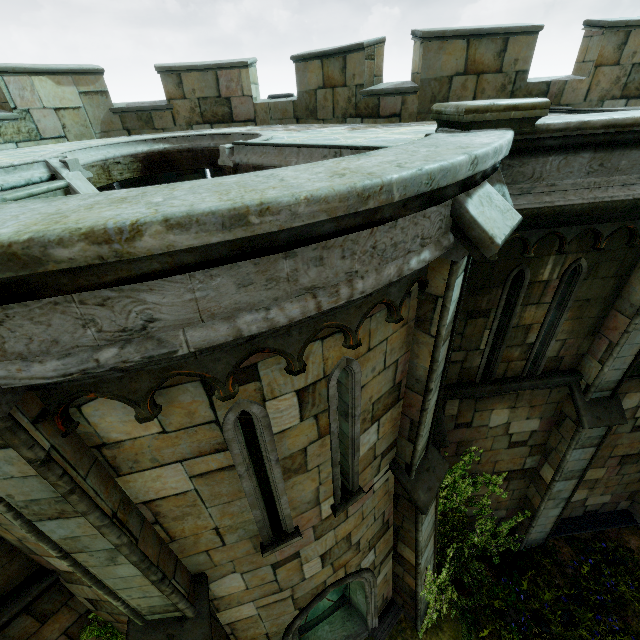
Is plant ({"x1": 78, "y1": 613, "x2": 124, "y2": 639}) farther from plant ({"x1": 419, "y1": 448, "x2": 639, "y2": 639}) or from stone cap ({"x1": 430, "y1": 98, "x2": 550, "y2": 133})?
stone cap ({"x1": 430, "y1": 98, "x2": 550, "y2": 133})

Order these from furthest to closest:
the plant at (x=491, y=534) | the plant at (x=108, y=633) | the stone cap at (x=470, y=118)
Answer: the plant at (x=491, y=534) → the plant at (x=108, y=633) → the stone cap at (x=470, y=118)

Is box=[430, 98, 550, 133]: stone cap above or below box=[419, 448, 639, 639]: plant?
above

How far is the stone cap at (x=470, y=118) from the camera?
3.5m

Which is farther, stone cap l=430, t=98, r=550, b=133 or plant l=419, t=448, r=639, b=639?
plant l=419, t=448, r=639, b=639

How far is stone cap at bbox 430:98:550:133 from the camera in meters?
3.5

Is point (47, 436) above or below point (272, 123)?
below
